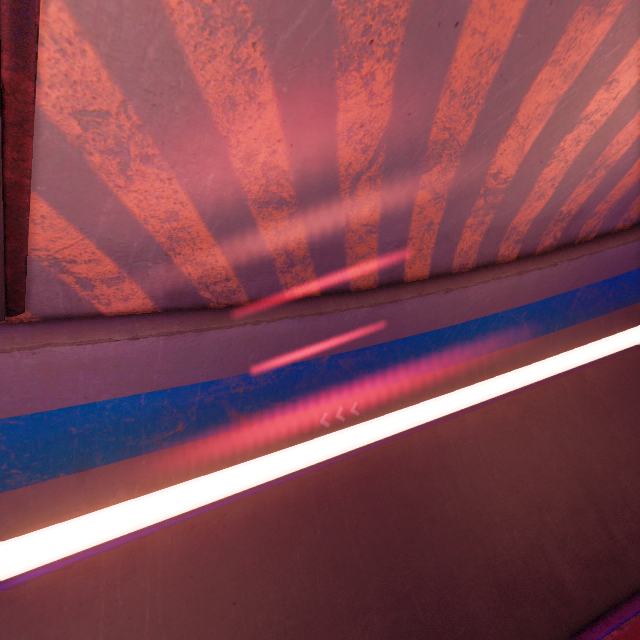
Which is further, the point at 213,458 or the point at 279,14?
the point at 213,458

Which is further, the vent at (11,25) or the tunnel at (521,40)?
the tunnel at (521,40)

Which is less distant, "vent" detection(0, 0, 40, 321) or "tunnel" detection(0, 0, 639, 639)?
"vent" detection(0, 0, 40, 321)
